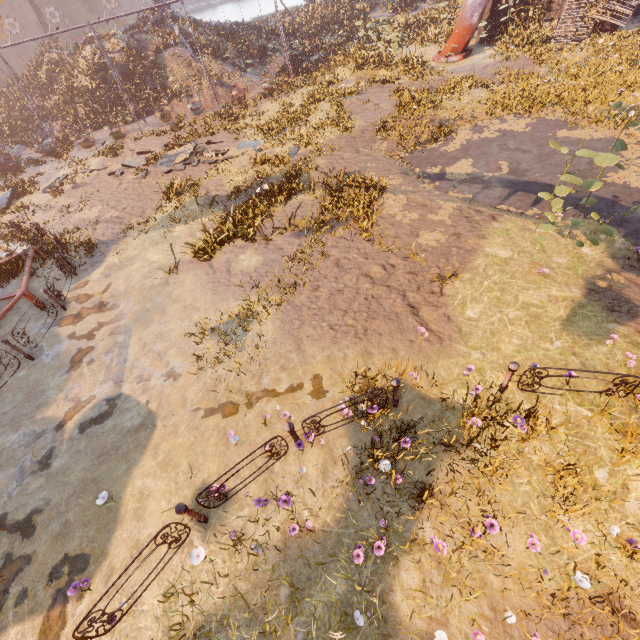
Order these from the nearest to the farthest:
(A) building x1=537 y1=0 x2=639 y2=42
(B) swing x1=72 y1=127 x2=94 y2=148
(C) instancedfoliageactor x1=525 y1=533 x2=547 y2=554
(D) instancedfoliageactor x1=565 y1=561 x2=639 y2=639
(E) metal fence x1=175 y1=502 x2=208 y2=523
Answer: (D) instancedfoliageactor x1=565 y1=561 x2=639 y2=639 < (C) instancedfoliageactor x1=525 y1=533 x2=547 y2=554 < (E) metal fence x1=175 y1=502 x2=208 y2=523 < (A) building x1=537 y1=0 x2=639 y2=42 < (B) swing x1=72 y1=127 x2=94 y2=148

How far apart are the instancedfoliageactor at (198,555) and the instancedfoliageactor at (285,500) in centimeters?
127cm

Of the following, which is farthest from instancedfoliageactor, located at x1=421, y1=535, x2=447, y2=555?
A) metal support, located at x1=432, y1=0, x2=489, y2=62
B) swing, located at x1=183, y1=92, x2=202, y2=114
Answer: swing, located at x1=183, y1=92, x2=202, y2=114

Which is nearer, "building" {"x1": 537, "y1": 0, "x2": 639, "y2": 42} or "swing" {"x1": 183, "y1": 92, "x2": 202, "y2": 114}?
"building" {"x1": 537, "y1": 0, "x2": 639, "y2": 42}

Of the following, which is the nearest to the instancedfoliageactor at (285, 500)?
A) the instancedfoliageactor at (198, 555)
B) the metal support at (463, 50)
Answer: the instancedfoliageactor at (198, 555)

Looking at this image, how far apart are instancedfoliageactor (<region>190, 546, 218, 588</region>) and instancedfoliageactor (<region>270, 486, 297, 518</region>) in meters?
1.3

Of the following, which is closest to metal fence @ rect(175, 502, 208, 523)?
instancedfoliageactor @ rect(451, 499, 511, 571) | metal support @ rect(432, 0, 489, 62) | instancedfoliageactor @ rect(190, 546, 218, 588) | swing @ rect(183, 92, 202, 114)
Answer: instancedfoliageactor @ rect(190, 546, 218, 588)

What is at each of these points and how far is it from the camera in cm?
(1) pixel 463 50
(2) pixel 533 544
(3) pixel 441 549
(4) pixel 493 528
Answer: (1) metal support, 2186
(2) instancedfoliageactor, 434
(3) instancedfoliageactor, 450
(4) instancedfoliageactor, 451
